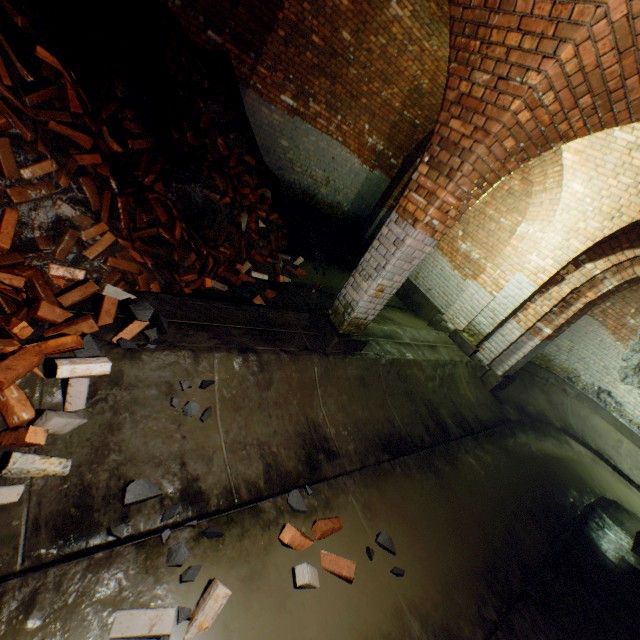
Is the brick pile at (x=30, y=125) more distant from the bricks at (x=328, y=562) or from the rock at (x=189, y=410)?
the bricks at (x=328, y=562)

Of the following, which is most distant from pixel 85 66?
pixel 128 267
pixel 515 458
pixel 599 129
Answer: pixel 515 458

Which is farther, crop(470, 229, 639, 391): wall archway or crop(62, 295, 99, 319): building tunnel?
crop(470, 229, 639, 391): wall archway

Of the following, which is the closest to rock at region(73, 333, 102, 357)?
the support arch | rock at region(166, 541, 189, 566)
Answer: rock at region(166, 541, 189, 566)

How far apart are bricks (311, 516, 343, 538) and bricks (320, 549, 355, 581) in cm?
10

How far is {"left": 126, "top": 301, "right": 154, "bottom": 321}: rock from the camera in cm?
269

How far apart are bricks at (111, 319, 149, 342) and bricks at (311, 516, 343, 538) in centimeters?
205cm

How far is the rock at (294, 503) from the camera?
2.8m
